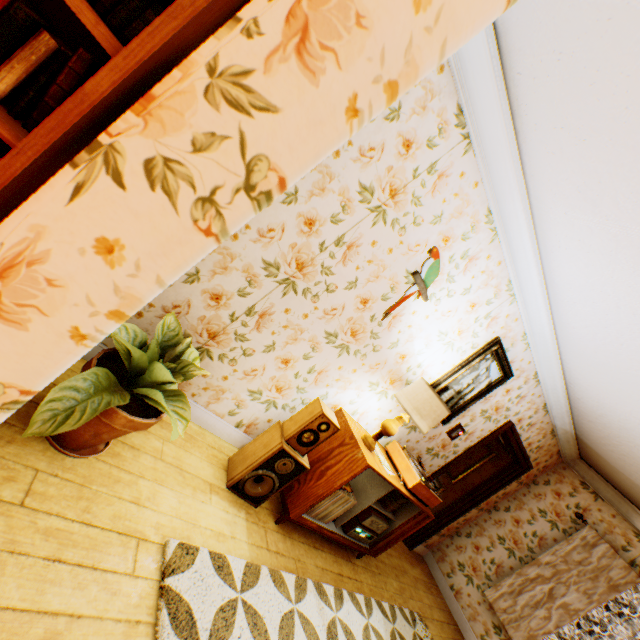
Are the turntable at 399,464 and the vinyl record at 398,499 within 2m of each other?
yes

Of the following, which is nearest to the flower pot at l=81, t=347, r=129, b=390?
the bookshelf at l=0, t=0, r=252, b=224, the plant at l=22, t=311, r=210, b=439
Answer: the plant at l=22, t=311, r=210, b=439

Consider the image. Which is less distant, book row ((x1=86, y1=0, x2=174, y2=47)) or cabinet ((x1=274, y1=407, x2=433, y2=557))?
book row ((x1=86, y1=0, x2=174, y2=47))

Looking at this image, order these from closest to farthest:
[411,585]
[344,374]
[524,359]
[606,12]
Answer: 1. [606,12]
2. [344,374]
3. [524,359]
4. [411,585]

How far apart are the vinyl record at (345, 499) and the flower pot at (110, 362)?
1.6m

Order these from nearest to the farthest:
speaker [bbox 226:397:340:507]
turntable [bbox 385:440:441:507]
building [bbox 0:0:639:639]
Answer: building [bbox 0:0:639:639] < speaker [bbox 226:397:340:507] < turntable [bbox 385:440:441:507]

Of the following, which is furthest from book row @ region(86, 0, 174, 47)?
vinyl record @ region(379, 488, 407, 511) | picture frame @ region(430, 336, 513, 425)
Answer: vinyl record @ region(379, 488, 407, 511)

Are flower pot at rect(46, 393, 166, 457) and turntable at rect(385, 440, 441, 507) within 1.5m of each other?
no
